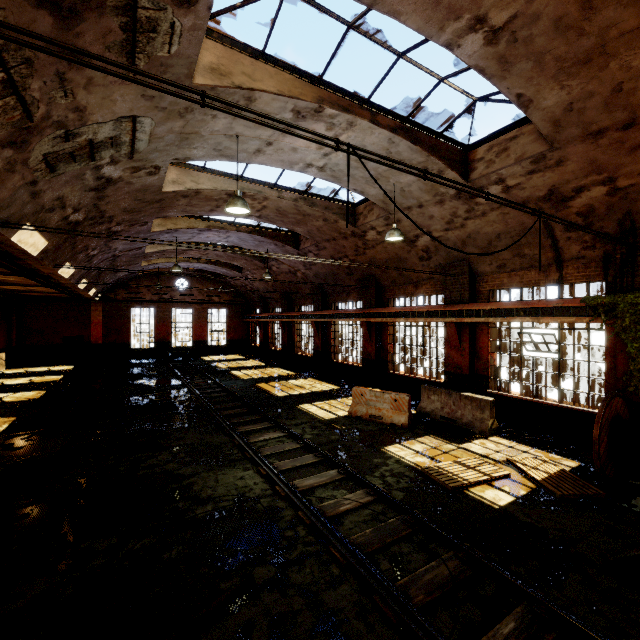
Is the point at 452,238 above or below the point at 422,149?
below

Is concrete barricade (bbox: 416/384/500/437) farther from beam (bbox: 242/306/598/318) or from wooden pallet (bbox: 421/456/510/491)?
beam (bbox: 242/306/598/318)

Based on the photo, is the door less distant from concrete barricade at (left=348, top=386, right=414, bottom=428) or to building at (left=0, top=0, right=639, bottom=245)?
building at (left=0, top=0, right=639, bottom=245)

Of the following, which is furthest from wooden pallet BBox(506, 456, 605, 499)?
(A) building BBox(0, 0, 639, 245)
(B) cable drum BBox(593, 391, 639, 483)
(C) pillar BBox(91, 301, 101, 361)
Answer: (C) pillar BBox(91, 301, 101, 361)

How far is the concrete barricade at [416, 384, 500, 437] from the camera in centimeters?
956cm

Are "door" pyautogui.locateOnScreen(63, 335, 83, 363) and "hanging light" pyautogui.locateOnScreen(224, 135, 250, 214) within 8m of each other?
no

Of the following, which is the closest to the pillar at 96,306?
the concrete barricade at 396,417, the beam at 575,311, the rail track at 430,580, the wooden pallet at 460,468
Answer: the rail track at 430,580

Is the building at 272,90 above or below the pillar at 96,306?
above
